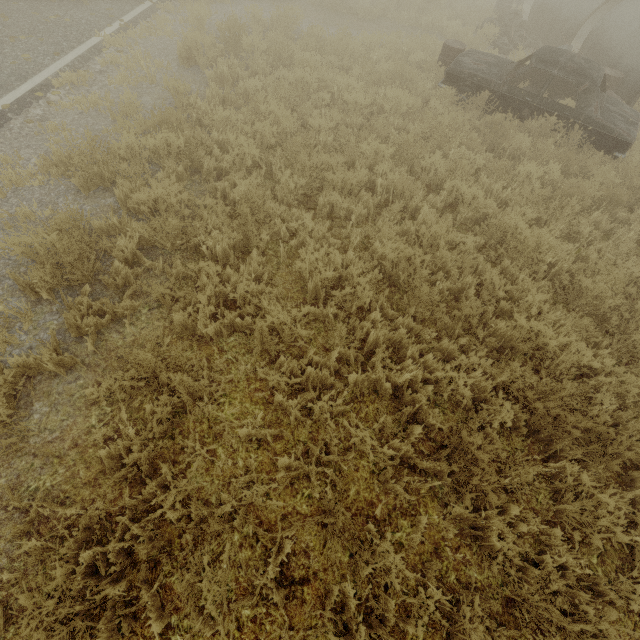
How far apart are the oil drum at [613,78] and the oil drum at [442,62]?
3.46m

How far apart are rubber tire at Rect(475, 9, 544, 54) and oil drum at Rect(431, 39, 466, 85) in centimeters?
428cm

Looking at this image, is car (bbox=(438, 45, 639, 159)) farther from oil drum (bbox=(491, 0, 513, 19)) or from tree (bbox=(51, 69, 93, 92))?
tree (bbox=(51, 69, 93, 92))

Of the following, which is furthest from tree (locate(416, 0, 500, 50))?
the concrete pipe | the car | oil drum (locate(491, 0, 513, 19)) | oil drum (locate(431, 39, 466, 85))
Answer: oil drum (locate(491, 0, 513, 19))

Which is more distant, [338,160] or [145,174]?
[338,160]

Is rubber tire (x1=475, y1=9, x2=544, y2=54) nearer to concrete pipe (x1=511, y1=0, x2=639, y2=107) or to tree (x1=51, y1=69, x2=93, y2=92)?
concrete pipe (x1=511, y1=0, x2=639, y2=107)

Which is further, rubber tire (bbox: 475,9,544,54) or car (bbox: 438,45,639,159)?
rubber tire (bbox: 475,9,544,54)

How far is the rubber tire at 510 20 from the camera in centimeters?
1053cm
